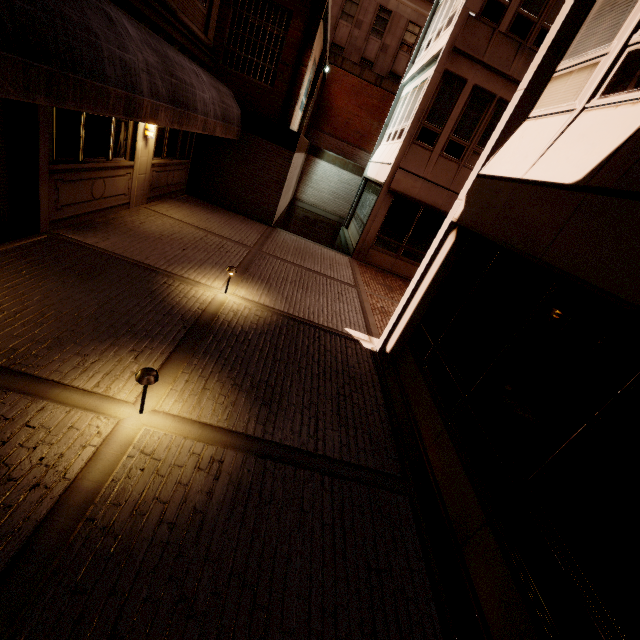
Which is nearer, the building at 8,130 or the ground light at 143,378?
the ground light at 143,378

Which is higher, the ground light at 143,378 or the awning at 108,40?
the awning at 108,40

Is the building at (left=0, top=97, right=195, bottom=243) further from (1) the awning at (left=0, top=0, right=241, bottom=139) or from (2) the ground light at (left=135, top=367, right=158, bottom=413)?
(2) the ground light at (left=135, top=367, right=158, bottom=413)

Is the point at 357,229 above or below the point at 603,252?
below

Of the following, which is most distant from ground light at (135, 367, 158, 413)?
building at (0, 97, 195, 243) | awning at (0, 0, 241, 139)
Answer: building at (0, 97, 195, 243)

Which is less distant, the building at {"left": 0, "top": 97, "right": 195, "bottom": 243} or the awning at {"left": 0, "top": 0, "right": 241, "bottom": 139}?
the awning at {"left": 0, "top": 0, "right": 241, "bottom": 139}

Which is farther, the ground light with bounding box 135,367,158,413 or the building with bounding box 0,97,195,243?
the building with bounding box 0,97,195,243
